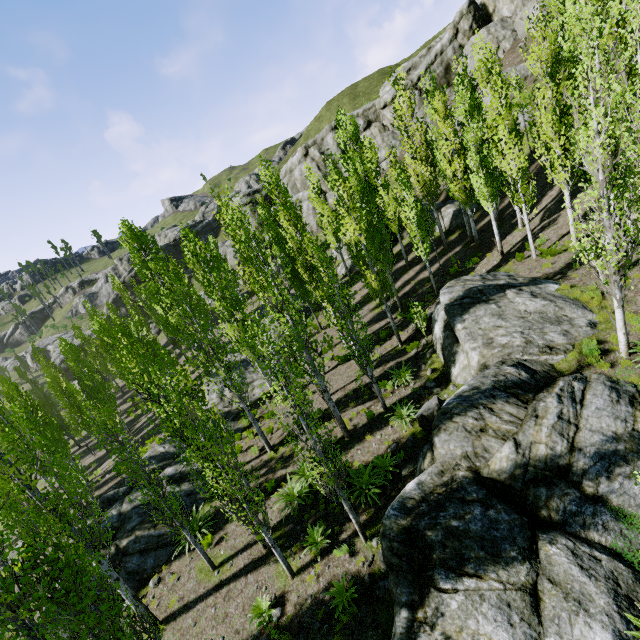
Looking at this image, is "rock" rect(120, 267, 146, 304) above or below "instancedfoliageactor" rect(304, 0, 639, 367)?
above

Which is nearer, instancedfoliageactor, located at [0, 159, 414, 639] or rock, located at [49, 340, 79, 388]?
instancedfoliageactor, located at [0, 159, 414, 639]

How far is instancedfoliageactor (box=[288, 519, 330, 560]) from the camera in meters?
10.2

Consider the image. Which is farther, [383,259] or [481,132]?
[383,259]

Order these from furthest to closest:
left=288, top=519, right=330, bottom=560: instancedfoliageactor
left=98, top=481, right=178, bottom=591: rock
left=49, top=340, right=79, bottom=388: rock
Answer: left=49, top=340, right=79, bottom=388: rock, left=98, top=481, right=178, bottom=591: rock, left=288, top=519, right=330, bottom=560: instancedfoliageactor

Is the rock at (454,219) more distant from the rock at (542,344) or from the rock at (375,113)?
the rock at (542,344)

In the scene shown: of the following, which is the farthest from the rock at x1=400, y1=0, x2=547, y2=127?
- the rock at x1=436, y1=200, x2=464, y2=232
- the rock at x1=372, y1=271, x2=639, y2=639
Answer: the rock at x1=372, y1=271, x2=639, y2=639

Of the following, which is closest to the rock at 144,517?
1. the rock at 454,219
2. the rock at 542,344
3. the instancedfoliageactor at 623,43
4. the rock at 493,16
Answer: the instancedfoliageactor at 623,43
